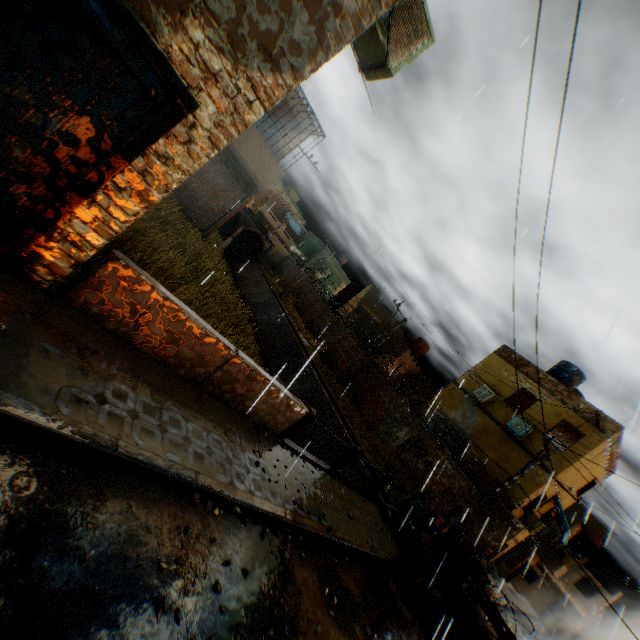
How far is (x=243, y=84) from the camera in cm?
362

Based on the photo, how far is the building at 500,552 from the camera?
15.6m

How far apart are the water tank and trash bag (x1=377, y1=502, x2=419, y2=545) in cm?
2217

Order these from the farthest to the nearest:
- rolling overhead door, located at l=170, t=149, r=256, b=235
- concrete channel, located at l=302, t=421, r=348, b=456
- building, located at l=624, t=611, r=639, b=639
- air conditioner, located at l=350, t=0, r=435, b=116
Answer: building, located at l=624, t=611, r=639, b=639, concrete channel, located at l=302, t=421, r=348, b=456, rolling overhead door, located at l=170, t=149, r=256, b=235, air conditioner, located at l=350, t=0, r=435, b=116

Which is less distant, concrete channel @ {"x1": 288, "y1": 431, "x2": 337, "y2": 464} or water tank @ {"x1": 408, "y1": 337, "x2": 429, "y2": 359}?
concrete channel @ {"x1": 288, "y1": 431, "x2": 337, "y2": 464}

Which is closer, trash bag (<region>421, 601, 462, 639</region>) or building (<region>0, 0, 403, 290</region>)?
building (<region>0, 0, 403, 290</region>)

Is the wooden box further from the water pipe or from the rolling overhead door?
the water pipe

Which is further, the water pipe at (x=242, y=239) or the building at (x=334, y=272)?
the building at (x=334, y=272)
